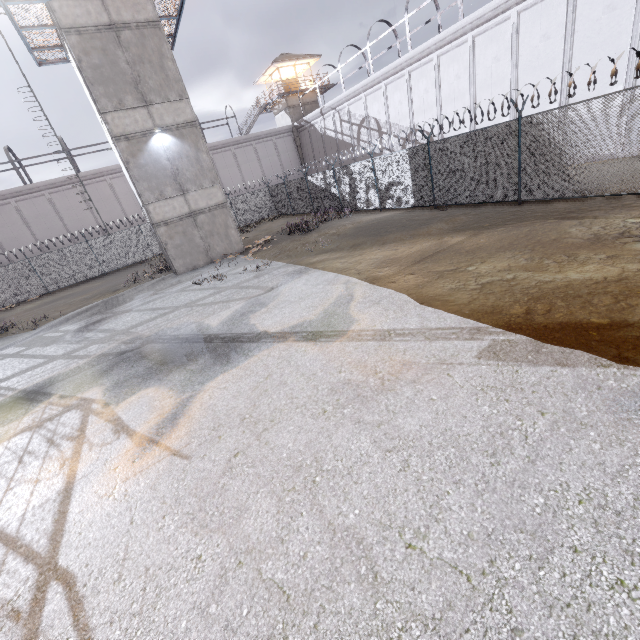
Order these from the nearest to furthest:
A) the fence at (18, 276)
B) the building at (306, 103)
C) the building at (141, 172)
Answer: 1. the building at (141, 172)
2. the fence at (18, 276)
3. the building at (306, 103)

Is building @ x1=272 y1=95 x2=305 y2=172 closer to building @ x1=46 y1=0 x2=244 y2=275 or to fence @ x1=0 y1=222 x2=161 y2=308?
fence @ x1=0 y1=222 x2=161 y2=308

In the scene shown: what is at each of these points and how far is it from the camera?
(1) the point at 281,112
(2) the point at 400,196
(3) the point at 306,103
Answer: (1) building, 37.28m
(2) fence, 16.91m
(3) building, 36.59m

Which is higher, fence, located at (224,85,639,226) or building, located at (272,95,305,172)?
building, located at (272,95,305,172)

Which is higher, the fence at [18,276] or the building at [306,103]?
the building at [306,103]

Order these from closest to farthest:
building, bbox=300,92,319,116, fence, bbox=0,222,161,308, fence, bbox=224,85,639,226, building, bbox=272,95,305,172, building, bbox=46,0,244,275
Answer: fence, bbox=224,85,639,226 → building, bbox=46,0,244,275 → fence, bbox=0,222,161,308 → building, bbox=272,95,305,172 → building, bbox=300,92,319,116

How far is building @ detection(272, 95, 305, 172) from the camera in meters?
35.8
